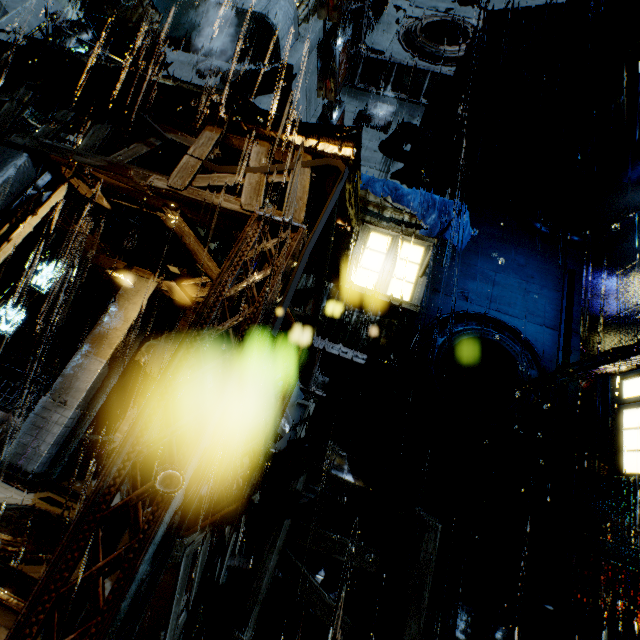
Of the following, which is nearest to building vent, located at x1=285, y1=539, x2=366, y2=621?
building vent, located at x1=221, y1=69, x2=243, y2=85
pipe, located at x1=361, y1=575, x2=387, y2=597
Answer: pipe, located at x1=361, y1=575, x2=387, y2=597

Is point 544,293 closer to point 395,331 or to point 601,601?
point 395,331

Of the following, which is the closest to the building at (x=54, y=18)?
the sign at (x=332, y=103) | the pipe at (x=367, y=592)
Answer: the pipe at (x=367, y=592)

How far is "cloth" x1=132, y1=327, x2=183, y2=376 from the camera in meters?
10.4

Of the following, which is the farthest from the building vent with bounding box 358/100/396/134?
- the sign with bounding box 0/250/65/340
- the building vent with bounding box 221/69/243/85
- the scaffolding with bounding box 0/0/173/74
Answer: the sign with bounding box 0/250/65/340

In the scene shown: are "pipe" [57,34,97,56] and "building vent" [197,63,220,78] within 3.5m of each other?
no

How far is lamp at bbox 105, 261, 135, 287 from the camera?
7.6 meters

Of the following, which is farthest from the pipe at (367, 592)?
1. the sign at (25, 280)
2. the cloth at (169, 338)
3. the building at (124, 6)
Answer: the sign at (25, 280)
